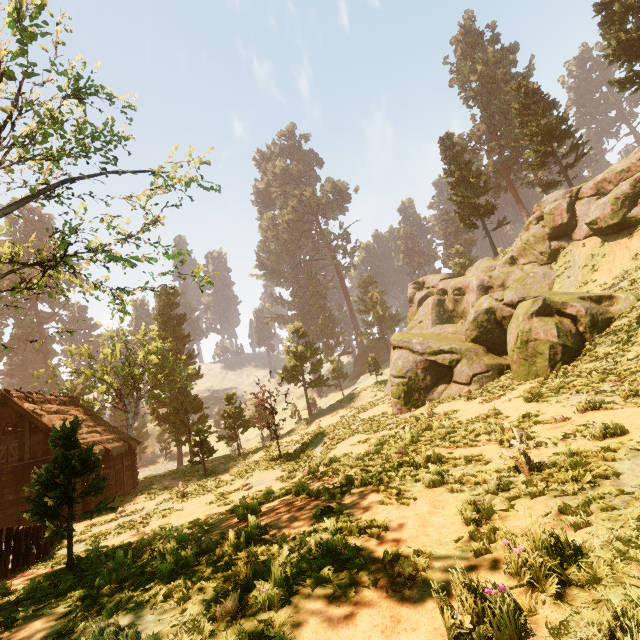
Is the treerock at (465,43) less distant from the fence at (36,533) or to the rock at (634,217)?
the fence at (36,533)

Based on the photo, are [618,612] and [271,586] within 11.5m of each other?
yes

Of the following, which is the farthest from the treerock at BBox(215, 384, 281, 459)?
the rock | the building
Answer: the rock

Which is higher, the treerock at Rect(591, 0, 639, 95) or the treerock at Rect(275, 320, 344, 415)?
the treerock at Rect(591, 0, 639, 95)

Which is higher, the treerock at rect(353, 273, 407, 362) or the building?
the treerock at rect(353, 273, 407, 362)

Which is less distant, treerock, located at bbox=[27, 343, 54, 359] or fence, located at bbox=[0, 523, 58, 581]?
fence, located at bbox=[0, 523, 58, 581]

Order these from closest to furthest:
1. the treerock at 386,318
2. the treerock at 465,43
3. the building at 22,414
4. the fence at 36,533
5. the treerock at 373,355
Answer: the fence at 36,533
the building at 22,414
the treerock at 465,43
the treerock at 373,355
the treerock at 386,318

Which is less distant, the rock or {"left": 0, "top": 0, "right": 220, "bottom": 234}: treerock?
{"left": 0, "top": 0, "right": 220, "bottom": 234}: treerock
